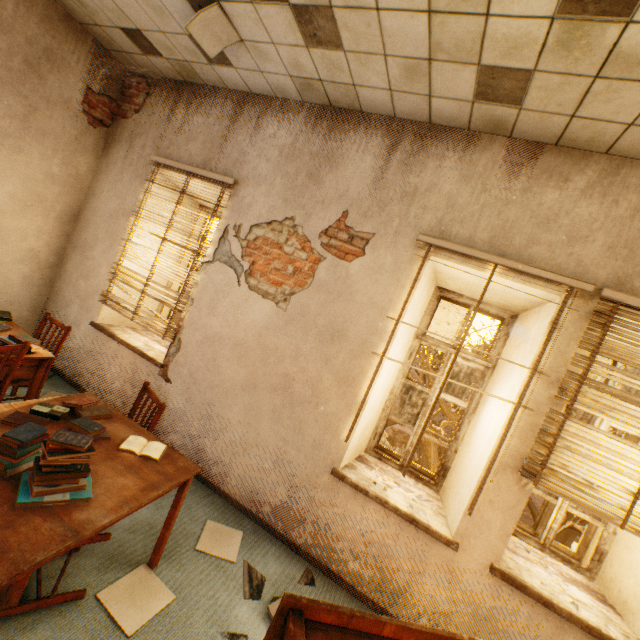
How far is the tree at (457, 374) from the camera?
7.5 meters

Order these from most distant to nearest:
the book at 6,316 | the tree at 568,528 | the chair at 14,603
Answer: the tree at 568,528 → the book at 6,316 → the chair at 14,603

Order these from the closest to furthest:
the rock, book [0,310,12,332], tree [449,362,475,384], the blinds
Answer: the blinds, book [0,310,12,332], tree [449,362,475,384], the rock

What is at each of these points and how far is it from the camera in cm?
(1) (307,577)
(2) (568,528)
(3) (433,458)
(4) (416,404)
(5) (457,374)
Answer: (1) glass debris, 267
(2) tree, 1538
(3) tree, 771
(4) tree, 710
(5) tree, 1415

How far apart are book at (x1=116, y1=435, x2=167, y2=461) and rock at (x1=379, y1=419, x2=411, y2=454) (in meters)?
24.67

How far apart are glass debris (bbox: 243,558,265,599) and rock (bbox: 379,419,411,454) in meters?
23.9 m

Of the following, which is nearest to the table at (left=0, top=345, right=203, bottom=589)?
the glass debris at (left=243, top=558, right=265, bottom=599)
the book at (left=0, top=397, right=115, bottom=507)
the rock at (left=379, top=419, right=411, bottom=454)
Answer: the book at (left=0, top=397, right=115, bottom=507)

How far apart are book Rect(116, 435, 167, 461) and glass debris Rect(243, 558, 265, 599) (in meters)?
1.17
